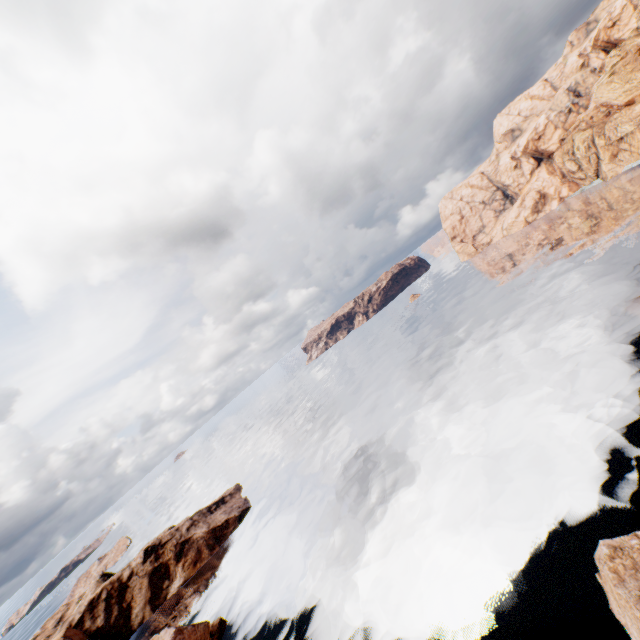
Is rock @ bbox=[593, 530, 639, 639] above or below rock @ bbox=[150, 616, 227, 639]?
below

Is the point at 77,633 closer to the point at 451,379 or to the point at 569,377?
the point at 451,379

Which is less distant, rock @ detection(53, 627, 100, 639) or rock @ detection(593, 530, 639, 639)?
rock @ detection(593, 530, 639, 639)

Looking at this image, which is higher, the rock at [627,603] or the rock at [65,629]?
the rock at [65,629]

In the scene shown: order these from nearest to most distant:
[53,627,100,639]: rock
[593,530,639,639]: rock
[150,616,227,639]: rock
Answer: [593,530,639,639]: rock → [150,616,227,639]: rock → [53,627,100,639]: rock
